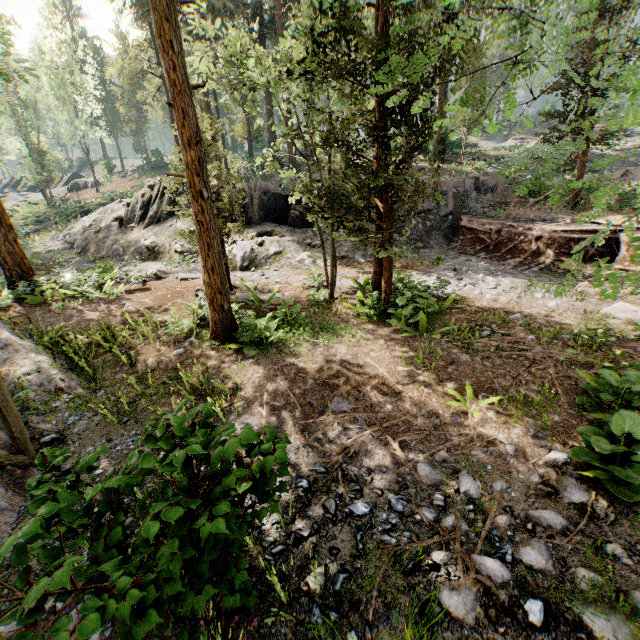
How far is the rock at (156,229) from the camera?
19.61m

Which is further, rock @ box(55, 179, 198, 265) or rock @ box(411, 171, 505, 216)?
rock @ box(411, 171, 505, 216)

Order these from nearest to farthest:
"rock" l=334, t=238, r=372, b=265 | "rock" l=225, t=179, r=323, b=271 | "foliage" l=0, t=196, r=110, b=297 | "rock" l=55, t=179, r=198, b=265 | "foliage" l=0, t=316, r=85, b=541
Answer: "foliage" l=0, t=316, r=85, b=541
"foliage" l=0, t=196, r=110, b=297
"rock" l=225, t=179, r=323, b=271
"rock" l=334, t=238, r=372, b=265
"rock" l=55, t=179, r=198, b=265

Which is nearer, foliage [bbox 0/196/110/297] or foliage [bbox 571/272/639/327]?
foliage [bbox 571/272/639/327]

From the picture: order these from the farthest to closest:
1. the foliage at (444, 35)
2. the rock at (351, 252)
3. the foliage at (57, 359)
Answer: the rock at (351, 252) < the foliage at (57, 359) < the foliage at (444, 35)

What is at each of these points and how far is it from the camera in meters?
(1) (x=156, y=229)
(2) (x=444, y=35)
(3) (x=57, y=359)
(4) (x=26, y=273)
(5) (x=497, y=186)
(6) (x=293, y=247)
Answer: (1) rock, 21.2
(2) foliage, 6.1
(3) foliage, 7.9
(4) foliage, 13.6
(5) rock, 21.7
(6) rock, 17.7

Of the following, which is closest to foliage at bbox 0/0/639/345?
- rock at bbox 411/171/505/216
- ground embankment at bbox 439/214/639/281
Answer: ground embankment at bbox 439/214/639/281
